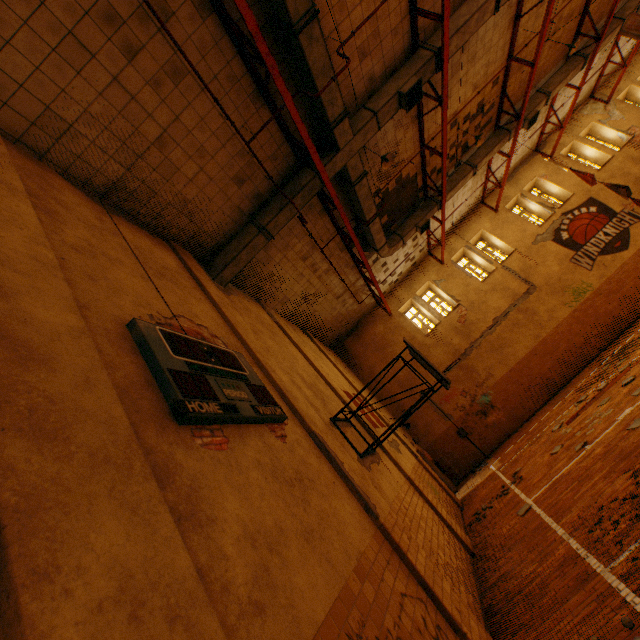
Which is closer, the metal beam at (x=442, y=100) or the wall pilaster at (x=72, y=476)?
the wall pilaster at (x=72, y=476)

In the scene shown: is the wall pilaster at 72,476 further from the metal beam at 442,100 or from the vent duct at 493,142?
the metal beam at 442,100

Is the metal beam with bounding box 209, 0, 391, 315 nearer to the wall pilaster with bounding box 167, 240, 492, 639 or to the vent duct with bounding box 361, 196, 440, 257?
the vent duct with bounding box 361, 196, 440, 257

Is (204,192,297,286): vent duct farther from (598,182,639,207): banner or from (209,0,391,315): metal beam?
(598,182,639,207): banner

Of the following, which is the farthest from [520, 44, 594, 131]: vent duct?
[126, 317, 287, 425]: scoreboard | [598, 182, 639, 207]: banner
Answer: [126, 317, 287, 425]: scoreboard

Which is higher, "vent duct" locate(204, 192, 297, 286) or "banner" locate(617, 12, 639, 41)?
"vent duct" locate(204, 192, 297, 286)

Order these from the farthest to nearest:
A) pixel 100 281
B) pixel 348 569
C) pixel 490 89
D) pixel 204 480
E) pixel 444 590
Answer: pixel 490 89, pixel 444 590, pixel 100 281, pixel 348 569, pixel 204 480

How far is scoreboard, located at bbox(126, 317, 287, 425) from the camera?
2.9m
